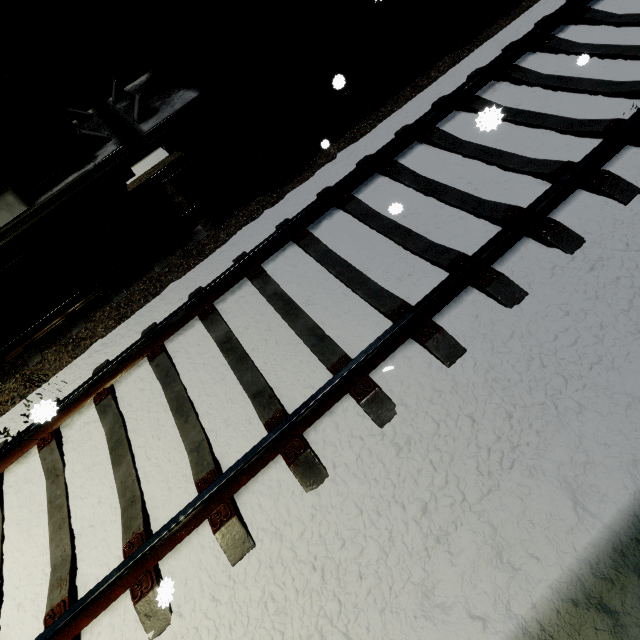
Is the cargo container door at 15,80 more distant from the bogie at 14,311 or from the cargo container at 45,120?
the bogie at 14,311

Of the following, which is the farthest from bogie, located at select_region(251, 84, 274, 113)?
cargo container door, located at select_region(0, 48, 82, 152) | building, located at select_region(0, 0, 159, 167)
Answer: building, located at select_region(0, 0, 159, 167)

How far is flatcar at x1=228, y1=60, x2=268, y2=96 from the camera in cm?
423

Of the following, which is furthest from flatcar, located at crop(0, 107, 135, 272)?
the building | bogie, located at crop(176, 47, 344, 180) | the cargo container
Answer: the building

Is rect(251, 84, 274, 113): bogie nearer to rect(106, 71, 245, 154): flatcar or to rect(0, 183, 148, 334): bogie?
rect(106, 71, 245, 154): flatcar

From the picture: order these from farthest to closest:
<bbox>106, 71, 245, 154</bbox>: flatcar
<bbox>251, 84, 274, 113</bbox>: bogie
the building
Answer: the building < <bbox>251, 84, 274, 113</bbox>: bogie < <bbox>106, 71, 245, 154</bbox>: flatcar

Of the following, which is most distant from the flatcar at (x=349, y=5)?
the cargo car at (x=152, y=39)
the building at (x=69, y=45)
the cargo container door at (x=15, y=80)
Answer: the building at (x=69, y=45)

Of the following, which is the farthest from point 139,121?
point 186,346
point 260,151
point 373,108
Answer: point 373,108
